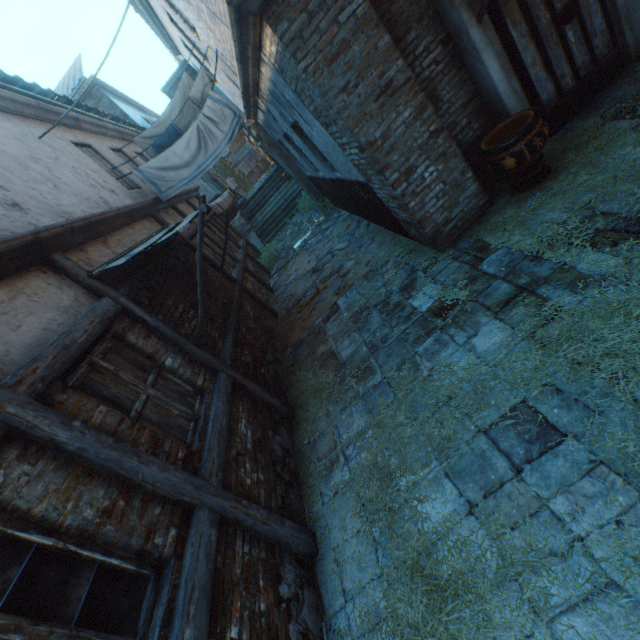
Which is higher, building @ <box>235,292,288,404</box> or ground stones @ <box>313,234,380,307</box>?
building @ <box>235,292,288,404</box>

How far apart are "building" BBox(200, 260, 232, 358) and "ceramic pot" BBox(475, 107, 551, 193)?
4.64m

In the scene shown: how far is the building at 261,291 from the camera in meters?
9.0 m

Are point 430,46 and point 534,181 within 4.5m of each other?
yes

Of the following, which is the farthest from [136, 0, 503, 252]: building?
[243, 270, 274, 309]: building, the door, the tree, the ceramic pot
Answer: the door

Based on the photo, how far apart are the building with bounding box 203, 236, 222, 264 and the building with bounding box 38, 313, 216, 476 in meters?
4.3 m

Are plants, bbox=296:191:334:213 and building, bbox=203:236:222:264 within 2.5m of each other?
no

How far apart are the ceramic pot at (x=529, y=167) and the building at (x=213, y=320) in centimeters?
464cm
